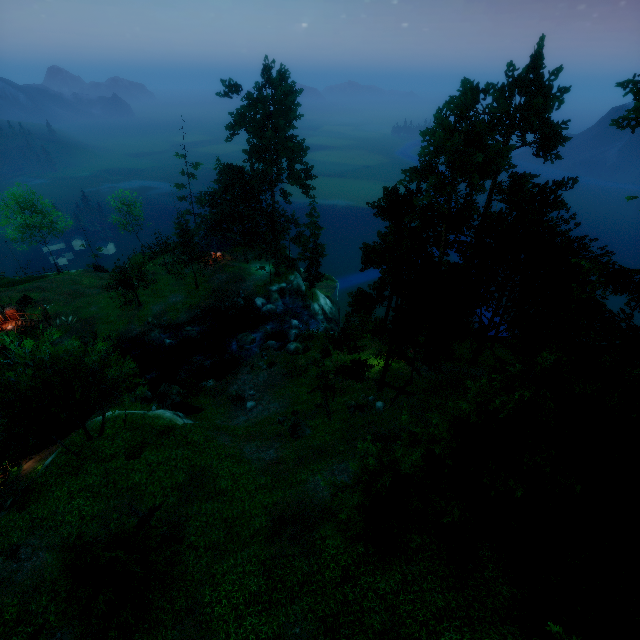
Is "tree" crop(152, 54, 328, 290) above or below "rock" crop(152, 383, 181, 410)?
above

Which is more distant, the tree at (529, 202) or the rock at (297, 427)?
the rock at (297, 427)

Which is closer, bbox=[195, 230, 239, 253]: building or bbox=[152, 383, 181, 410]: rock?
bbox=[152, 383, 181, 410]: rock

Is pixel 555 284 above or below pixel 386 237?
below

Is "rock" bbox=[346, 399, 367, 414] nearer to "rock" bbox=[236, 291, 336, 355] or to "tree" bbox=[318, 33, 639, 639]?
"tree" bbox=[318, 33, 639, 639]

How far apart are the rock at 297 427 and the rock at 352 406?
3.29m

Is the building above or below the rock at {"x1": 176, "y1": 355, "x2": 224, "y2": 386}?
above

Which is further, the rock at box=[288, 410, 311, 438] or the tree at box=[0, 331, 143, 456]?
the rock at box=[288, 410, 311, 438]
